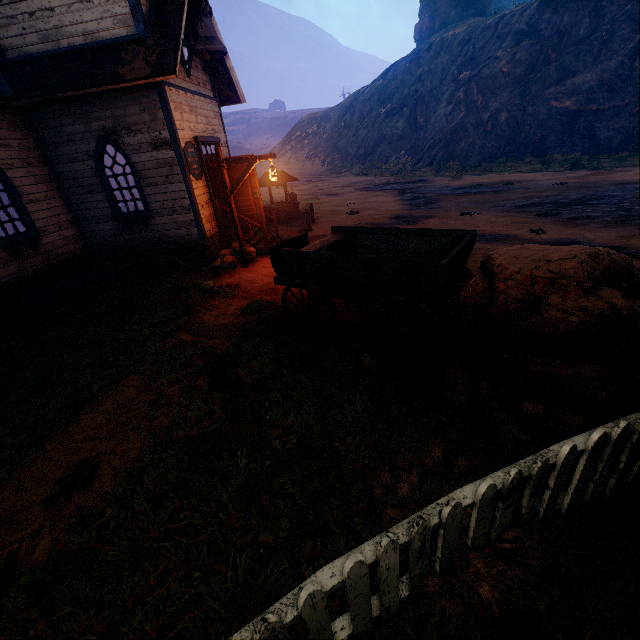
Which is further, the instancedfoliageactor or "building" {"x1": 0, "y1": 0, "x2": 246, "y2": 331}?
"building" {"x1": 0, "y1": 0, "x2": 246, "y2": 331}

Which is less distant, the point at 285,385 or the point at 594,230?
the point at 285,385

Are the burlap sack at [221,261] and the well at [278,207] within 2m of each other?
no

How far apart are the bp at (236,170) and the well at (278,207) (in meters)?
4.90

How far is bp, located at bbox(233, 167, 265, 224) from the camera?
10.2 meters

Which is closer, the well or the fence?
the fence

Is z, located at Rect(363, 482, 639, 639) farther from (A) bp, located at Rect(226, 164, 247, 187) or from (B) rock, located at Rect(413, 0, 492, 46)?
(B) rock, located at Rect(413, 0, 492, 46)

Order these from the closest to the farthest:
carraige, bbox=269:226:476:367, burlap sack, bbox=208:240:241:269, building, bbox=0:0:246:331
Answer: carraige, bbox=269:226:476:367, building, bbox=0:0:246:331, burlap sack, bbox=208:240:241:269
